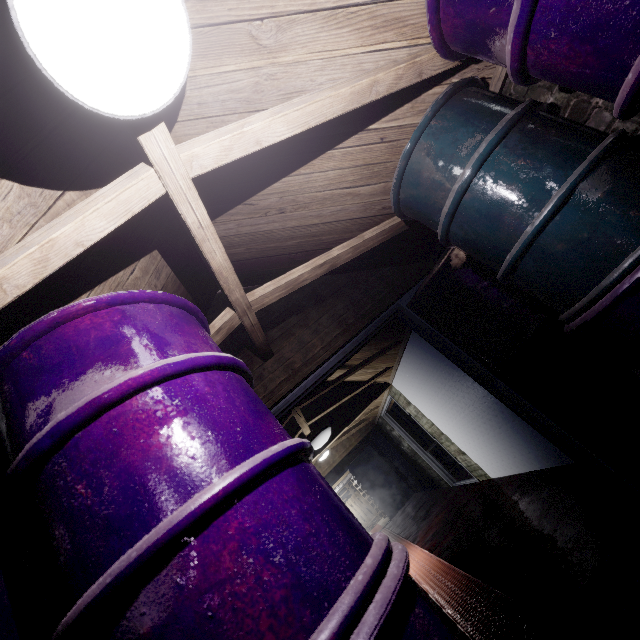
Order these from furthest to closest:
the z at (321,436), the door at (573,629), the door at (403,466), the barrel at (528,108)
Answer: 1. the door at (403,466)
2. the z at (321,436)
3. the door at (573,629)
4. the barrel at (528,108)

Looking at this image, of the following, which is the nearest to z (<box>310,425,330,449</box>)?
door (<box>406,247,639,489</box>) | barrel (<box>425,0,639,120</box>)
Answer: door (<box>406,247,639,489</box>)

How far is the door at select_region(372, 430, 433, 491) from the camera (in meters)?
8.59

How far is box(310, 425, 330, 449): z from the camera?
3.1 meters

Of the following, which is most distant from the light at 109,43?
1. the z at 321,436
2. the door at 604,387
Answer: the z at 321,436

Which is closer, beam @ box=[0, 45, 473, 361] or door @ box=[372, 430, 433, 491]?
beam @ box=[0, 45, 473, 361]

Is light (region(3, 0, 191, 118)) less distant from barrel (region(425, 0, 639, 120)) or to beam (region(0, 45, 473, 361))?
beam (region(0, 45, 473, 361))

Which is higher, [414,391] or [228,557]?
[414,391]
